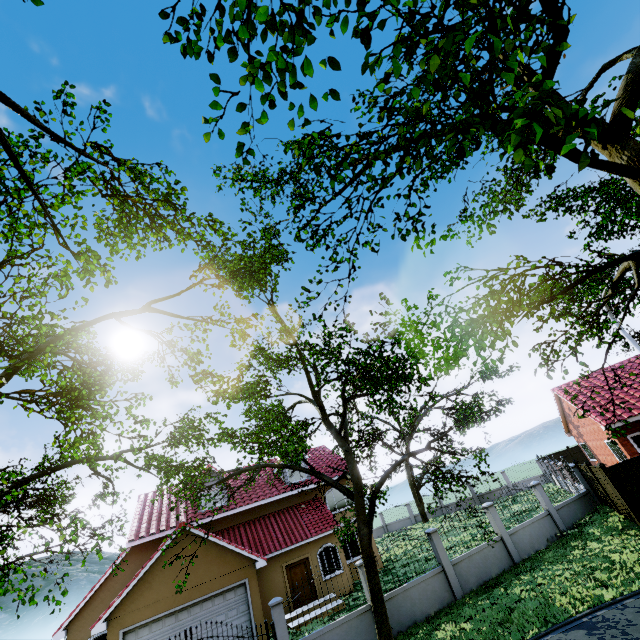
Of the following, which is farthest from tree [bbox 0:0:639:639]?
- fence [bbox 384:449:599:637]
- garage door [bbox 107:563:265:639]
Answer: garage door [bbox 107:563:265:639]

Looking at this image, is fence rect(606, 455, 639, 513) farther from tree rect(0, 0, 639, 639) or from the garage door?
the garage door

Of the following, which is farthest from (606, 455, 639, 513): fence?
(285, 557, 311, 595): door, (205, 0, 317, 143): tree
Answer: (285, 557, 311, 595): door

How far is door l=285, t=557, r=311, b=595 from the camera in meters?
18.5

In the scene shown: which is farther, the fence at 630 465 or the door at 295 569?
the door at 295 569

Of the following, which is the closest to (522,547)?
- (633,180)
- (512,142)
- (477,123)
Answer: (633,180)

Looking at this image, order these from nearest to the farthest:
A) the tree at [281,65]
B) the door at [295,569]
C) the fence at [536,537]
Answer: the tree at [281,65] < the fence at [536,537] < the door at [295,569]

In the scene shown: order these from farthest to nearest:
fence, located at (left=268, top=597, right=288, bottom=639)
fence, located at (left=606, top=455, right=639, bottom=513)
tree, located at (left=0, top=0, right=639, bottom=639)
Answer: fence, located at (left=606, top=455, right=639, bottom=513)
fence, located at (left=268, top=597, right=288, bottom=639)
tree, located at (left=0, top=0, right=639, bottom=639)
